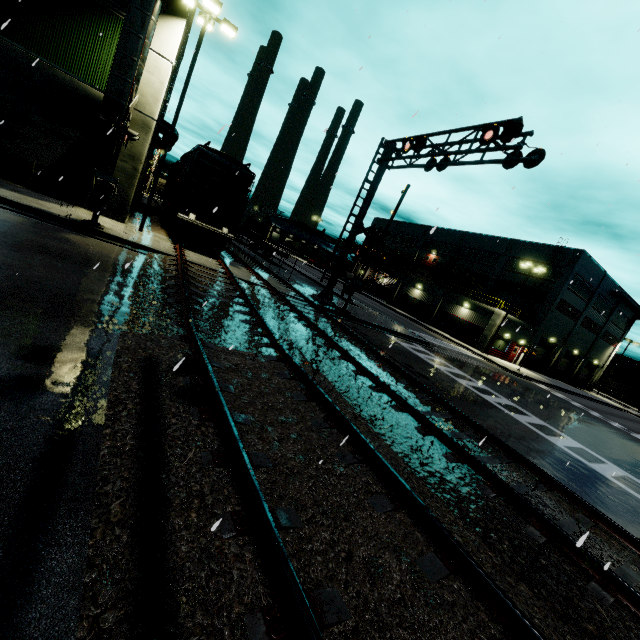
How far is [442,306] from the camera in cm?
4034

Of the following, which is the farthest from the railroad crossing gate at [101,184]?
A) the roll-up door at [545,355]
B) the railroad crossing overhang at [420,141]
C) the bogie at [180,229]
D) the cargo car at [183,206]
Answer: the roll-up door at [545,355]

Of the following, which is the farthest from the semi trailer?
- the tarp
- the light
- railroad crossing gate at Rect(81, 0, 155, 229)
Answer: the light

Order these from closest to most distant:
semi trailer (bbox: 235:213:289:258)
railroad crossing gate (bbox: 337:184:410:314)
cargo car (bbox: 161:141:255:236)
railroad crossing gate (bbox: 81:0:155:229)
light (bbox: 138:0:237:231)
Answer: railroad crossing gate (bbox: 81:0:155:229), light (bbox: 138:0:237:231), cargo car (bbox: 161:141:255:236), railroad crossing gate (bbox: 337:184:410:314), semi trailer (bbox: 235:213:289:258)

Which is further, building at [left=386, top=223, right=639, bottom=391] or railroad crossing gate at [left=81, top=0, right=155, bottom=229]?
building at [left=386, top=223, right=639, bottom=391]

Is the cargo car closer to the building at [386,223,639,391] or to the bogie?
the bogie

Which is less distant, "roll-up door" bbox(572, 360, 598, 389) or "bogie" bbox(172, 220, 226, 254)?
"bogie" bbox(172, 220, 226, 254)

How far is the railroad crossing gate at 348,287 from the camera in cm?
1706
